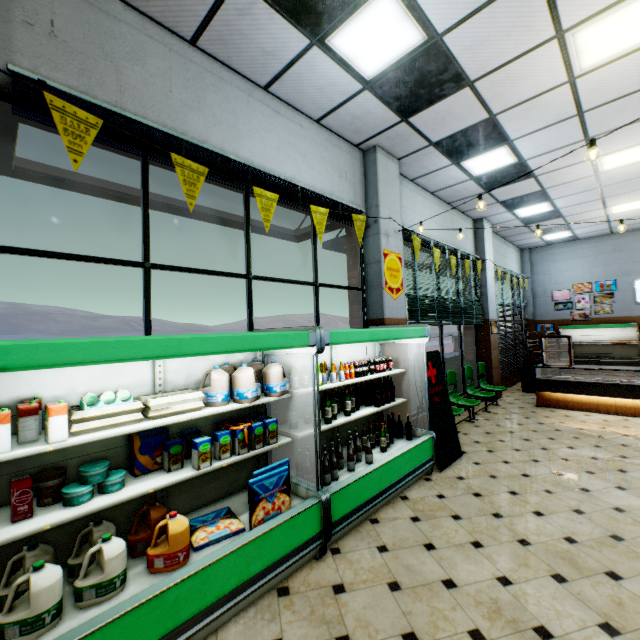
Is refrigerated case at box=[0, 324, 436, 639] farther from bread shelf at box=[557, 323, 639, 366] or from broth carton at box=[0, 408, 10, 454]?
bread shelf at box=[557, 323, 639, 366]

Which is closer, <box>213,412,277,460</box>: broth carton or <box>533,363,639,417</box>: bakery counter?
<box>213,412,277,460</box>: broth carton

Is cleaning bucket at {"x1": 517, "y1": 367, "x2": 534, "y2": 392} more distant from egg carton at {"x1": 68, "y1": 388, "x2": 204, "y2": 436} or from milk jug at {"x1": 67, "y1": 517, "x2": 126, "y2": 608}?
milk jug at {"x1": 67, "y1": 517, "x2": 126, "y2": 608}

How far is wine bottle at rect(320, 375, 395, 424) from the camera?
3.6 meters

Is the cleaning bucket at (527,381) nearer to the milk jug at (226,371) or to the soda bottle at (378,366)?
the soda bottle at (378,366)

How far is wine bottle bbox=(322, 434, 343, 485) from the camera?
3.3 meters

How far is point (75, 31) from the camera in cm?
255

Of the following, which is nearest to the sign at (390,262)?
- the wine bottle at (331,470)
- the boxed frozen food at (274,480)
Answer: the wine bottle at (331,470)
